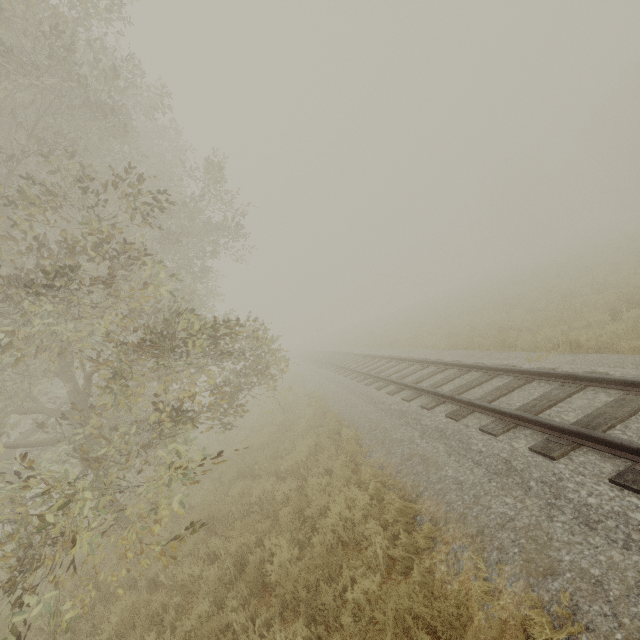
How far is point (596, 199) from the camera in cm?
5700
